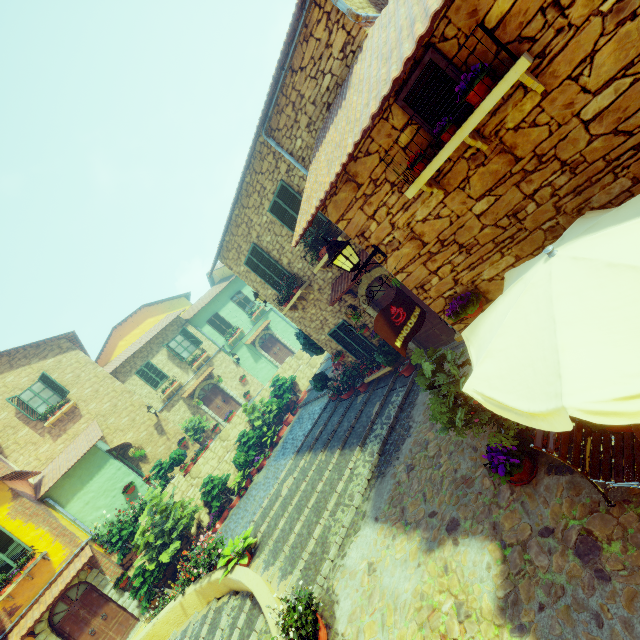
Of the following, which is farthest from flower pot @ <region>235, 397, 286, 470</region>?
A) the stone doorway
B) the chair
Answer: the chair

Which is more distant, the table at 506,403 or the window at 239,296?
the window at 239,296

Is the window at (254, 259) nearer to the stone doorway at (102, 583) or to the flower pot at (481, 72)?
the flower pot at (481, 72)

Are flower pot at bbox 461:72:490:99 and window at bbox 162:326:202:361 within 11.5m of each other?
no

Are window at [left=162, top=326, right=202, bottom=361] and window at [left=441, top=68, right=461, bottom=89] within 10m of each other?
no

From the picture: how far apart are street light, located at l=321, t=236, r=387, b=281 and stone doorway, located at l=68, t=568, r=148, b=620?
15.19m

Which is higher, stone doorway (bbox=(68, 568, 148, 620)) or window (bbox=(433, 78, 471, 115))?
window (bbox=(433, 78, 471, 115))

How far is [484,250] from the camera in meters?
4.3
